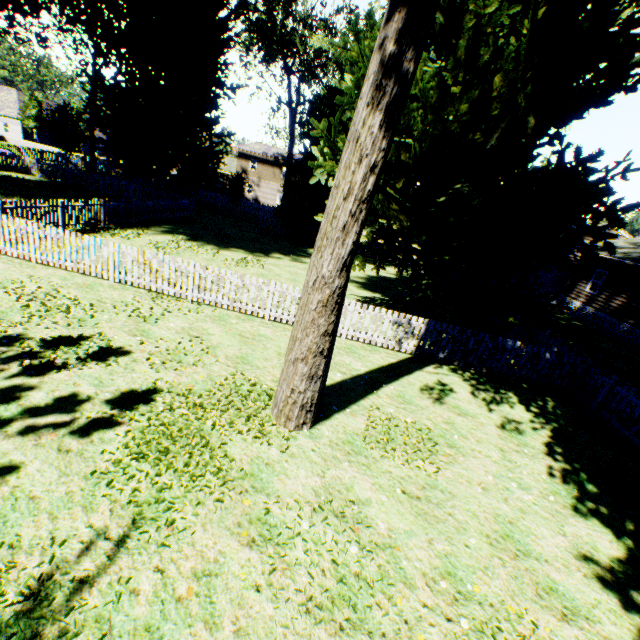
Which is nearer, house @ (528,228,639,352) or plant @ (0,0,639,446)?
plant @ (0,0,639,446)

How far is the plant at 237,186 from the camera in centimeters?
3534cm

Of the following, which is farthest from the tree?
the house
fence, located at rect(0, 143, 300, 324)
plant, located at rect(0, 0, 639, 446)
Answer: the house

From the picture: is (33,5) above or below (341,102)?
above

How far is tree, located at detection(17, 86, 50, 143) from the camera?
46.5 meters

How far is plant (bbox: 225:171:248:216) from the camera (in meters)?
35.34

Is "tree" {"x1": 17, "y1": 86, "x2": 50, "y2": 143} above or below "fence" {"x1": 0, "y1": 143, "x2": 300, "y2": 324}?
above

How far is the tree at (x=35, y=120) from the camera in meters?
46.5 m
